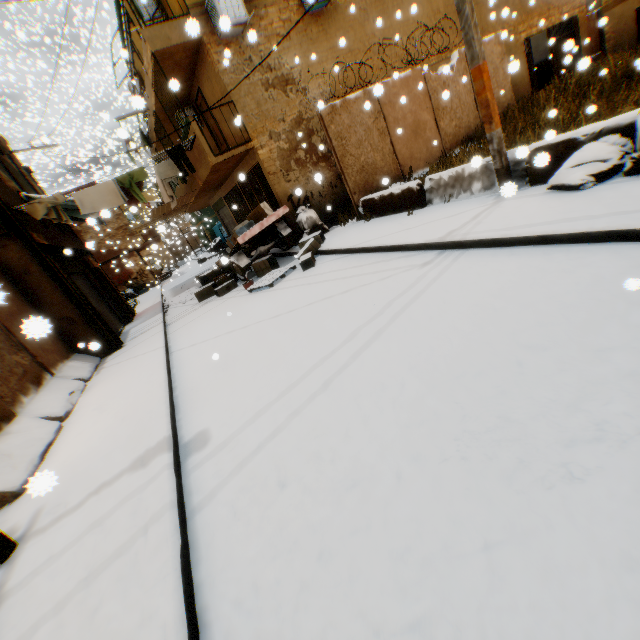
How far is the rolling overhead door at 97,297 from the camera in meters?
10.6

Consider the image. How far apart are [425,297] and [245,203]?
12.0m

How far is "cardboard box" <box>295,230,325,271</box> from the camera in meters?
8.3

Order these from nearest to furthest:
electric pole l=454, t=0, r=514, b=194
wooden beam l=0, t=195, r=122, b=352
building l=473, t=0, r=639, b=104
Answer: electric pole l=454, t=0, r=514, b=194
wooden beam l=0, t=195, r=122, b=352
building l=473, t=0, r=639, b=104

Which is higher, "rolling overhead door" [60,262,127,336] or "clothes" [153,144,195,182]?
"clothes" [153,144,195,182]

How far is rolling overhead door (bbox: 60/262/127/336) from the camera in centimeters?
1058cm

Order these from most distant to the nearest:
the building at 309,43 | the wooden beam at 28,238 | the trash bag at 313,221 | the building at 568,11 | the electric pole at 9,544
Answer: the building at 568,11 < the trash bag at 313,221 < the building at 309,43 < the wooden beam at 28,238 < the electric pole at 9,544

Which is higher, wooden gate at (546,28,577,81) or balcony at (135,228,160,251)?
balcony at (135,228,160,251)
